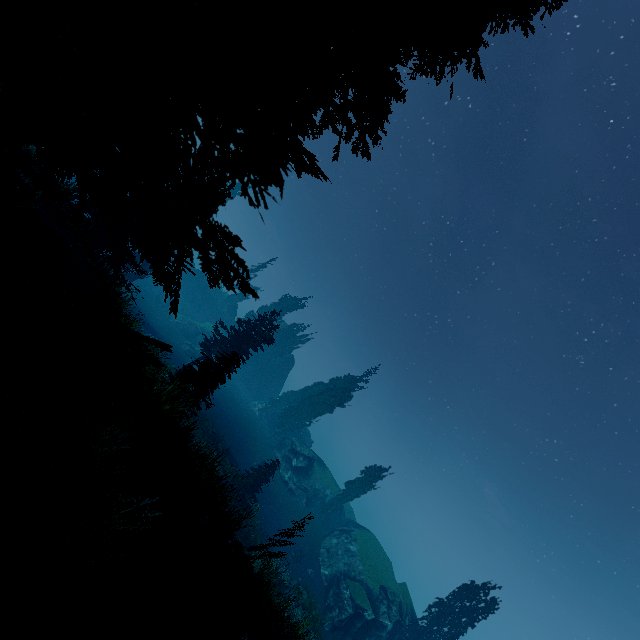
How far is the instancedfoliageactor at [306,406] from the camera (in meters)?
48.41

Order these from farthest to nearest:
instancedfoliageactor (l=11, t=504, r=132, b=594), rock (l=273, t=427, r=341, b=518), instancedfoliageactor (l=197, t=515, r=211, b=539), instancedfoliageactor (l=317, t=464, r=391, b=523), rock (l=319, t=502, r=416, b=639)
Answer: instancedfoliageactor (l=317, t=464, r=391, b=523)
rock (l=273, t=427, r=341, b=518)
rock (l=319, t=502, r=416, b=639)
instancedfoliageactor (l=197, t=515, r=211, b=539)
instancedfoliageactor (l=11, t=504, r=132, b=594)

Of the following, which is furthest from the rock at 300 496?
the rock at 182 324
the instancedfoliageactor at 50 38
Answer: the rock at 182 324

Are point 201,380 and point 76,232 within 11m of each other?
yes

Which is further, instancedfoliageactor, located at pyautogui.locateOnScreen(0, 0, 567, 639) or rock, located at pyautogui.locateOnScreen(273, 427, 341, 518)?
rock, located at pyautogui.locateOnScreen(273, 427, 341, 518)

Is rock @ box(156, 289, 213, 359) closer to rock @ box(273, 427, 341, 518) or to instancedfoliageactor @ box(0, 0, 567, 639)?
instancedfoliageactor @ box(0, 0, 567, 639)
